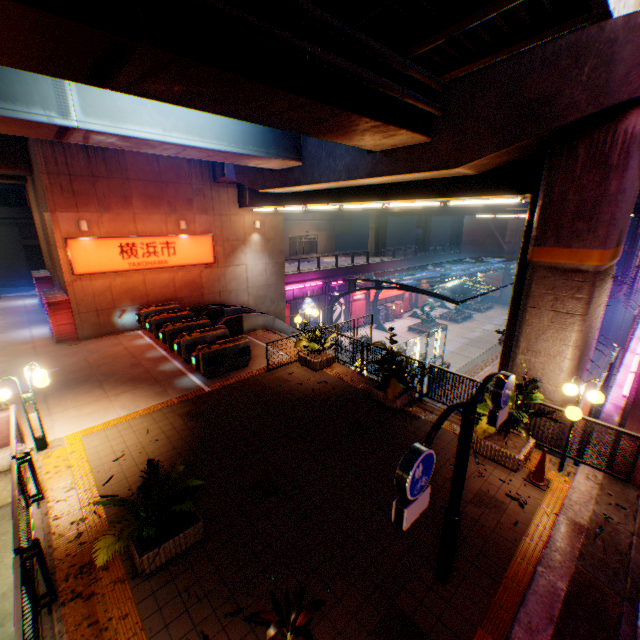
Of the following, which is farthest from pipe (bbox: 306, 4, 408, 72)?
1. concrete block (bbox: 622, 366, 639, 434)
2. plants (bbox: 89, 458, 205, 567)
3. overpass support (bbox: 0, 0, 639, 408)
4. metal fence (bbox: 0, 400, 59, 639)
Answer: concrete block (bbox: 622, 366, 639, 434)

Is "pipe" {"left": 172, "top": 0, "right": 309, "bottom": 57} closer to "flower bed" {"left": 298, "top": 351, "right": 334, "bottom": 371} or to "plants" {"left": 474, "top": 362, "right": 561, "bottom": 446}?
"plants" {"left": 474, "top": 362, "right": 561, "bottom": 446}

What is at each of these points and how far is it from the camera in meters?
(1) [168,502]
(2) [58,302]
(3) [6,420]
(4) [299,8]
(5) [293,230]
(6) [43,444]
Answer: (1) plants, 5.3 m
(2) vending machine, 14.5 m
(3) concrete block, 7.9 m
(4) pipe, 5.0 m
(5) building, 52.8 m
(6) street lamp, 8.0 m

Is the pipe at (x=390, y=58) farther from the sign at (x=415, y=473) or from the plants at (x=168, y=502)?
the plants at (x=168, y=502)

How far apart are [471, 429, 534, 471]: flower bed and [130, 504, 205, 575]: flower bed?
6.3m

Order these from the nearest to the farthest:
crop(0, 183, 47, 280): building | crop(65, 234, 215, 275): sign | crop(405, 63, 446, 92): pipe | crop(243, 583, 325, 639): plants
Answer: crop(243, 583, 325, 639): plants < crop(405, 63, 446, 92): pipe < crop(65, 234, 215, 275): sign < crop(0, 183, 47, 280): building

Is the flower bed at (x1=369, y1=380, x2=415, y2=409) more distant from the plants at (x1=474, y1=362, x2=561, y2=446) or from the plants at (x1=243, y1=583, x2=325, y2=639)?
the plants at (x1=243, y1=583, x2=325, y2=639)

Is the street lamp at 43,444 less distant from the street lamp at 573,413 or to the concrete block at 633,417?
the street lamp at 573,413
